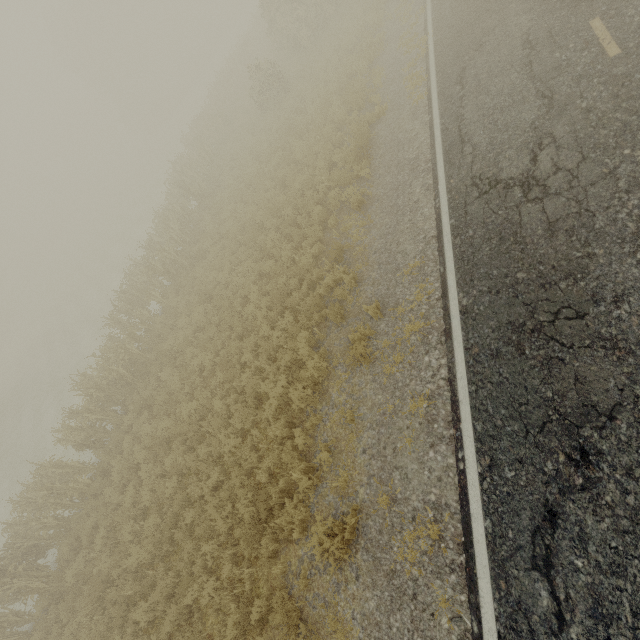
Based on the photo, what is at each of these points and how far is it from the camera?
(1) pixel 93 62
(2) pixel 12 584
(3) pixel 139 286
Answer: (1) tree, 42.72m
(2) tree, 10.01m
(3) tree, 16.27m

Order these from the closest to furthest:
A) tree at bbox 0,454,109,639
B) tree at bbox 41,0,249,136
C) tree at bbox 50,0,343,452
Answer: tree at bbox 0,454,109,639
tree at bbox 50,0,343,452
tree at bbox 41,0,249,136

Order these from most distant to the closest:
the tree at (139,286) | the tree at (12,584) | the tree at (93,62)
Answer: the tree at (93,62), the tree at (139,286), the tree at (12,584)

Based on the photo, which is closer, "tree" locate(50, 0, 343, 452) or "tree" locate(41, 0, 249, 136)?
"tree" locate(50, 0, 343, 452)

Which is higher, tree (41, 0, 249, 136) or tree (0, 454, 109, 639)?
tree (41, 0, 249, 136)

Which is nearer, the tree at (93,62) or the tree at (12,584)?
the tree at (12,584)
